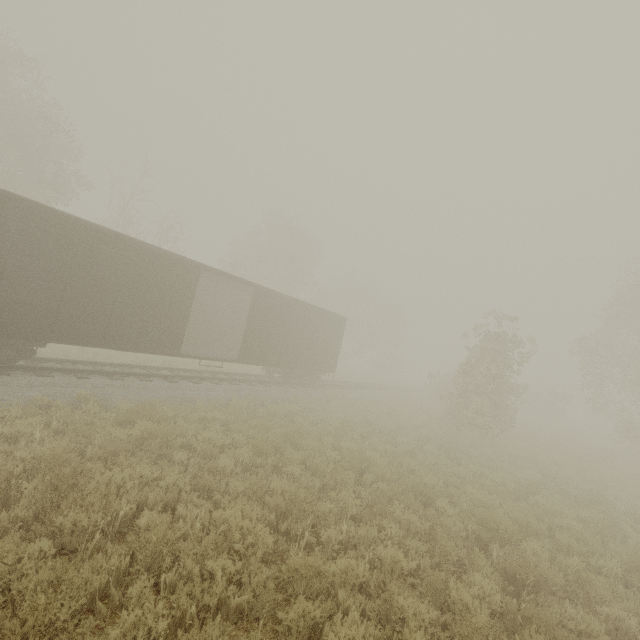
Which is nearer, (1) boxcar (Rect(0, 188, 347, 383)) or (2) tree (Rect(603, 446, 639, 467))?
(1) boxcar (Rect(0, 188, 347, 383))

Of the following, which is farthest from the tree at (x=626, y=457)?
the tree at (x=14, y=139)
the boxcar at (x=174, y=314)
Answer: the tree at (x=14, y=139)

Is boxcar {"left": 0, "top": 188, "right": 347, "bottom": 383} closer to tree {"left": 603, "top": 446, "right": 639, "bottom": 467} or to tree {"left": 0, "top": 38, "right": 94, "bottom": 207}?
tree {"left": 0, "top": 38, "right": 94, "bottom": 207}

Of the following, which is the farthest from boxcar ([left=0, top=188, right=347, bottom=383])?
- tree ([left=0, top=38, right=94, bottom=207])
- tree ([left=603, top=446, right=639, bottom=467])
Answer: tree ([left=603, top=446, right=639, bottom=467])

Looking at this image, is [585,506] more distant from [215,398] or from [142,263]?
[142,263]
